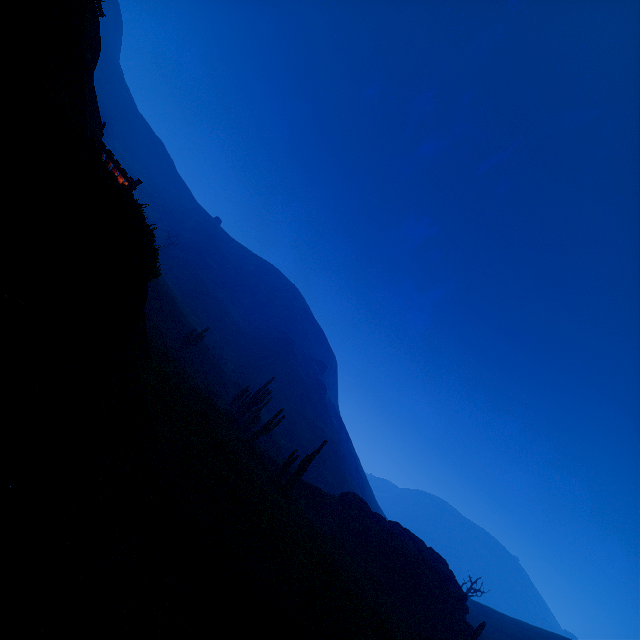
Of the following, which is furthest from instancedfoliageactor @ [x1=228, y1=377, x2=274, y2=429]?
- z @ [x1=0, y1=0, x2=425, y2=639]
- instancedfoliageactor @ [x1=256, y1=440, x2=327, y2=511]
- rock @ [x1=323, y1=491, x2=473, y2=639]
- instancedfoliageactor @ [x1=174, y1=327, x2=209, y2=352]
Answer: rock @ [x1=323, y1=491, x2=473, y2=639]

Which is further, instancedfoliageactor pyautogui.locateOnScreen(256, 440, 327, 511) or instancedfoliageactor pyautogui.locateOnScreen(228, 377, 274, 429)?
instancedfoliageactor pyautogui.locateOnScreen(228, 377, 274, 429)

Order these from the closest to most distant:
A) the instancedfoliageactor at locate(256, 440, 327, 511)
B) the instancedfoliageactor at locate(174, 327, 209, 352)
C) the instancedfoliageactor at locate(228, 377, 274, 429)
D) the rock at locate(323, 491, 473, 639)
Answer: the instancedfoliageactor at locate(256, 440, 327, 511) → the rock at locate(323, 491, 473, 639) → the instancedfoliageactor at locate(228, 377, 274, 429) → the instancedfoliageactor at locate(174, 327, 209, 352)

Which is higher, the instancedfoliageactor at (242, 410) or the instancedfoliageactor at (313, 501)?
the instancedfoliageactor at (242, 410)

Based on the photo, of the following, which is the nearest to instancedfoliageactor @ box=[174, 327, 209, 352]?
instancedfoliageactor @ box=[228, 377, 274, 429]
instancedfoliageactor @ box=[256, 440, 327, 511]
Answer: instancedfoliageactor @ box=[228, 377, 274, 429]

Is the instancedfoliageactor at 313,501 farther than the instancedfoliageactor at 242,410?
No

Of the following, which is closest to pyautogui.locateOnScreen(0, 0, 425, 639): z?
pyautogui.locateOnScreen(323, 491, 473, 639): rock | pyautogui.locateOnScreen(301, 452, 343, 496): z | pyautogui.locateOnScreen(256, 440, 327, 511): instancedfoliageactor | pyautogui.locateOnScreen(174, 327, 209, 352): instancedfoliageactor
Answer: pyautogui.locateOnScreen(256, 440, 327, 511): instancedfoliageactor

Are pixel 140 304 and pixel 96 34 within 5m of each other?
no
